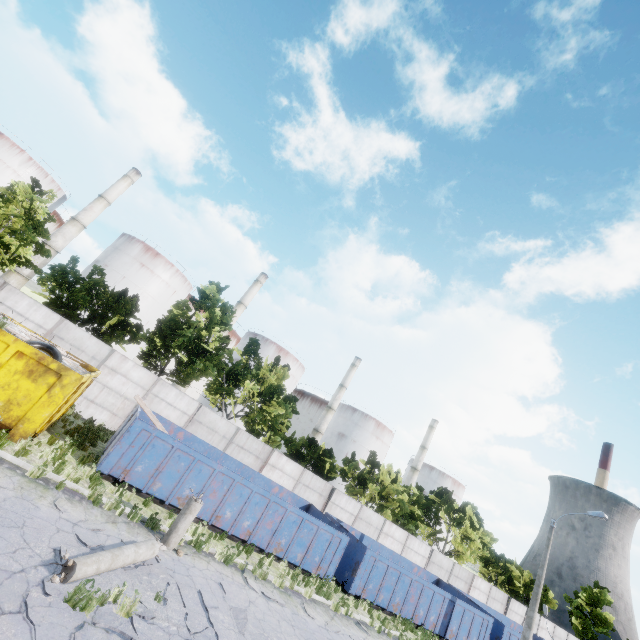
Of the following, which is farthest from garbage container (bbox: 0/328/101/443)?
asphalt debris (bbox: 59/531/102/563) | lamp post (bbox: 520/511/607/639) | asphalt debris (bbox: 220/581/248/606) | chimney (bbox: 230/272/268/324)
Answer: chimney (bbox: 230/272/268/324)

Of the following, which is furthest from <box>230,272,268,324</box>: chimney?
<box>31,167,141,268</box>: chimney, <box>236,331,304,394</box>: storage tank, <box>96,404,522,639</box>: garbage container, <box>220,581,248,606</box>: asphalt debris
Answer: <box>220,581,248,606</box>: asphalt debris

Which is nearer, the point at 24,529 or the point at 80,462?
the point at 24,529

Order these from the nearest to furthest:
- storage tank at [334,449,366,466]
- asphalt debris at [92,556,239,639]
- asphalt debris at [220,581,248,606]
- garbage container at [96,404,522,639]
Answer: asphalt debris at [92,556,239,639]
asphalt debris at [220,581,248,606]
garbage container at [96,404,522,639]
storage tank at [334,449,366,466]

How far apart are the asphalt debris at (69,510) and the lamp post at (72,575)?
0.9 meters

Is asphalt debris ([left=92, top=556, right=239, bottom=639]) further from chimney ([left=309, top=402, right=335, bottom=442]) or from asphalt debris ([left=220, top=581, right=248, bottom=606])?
chimney ([left=309, top=402, right=335, bottom=442])

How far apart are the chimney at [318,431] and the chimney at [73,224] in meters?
46.5 m

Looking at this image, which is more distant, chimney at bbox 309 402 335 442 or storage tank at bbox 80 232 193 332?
chimney at bbox 309 402 335 442
